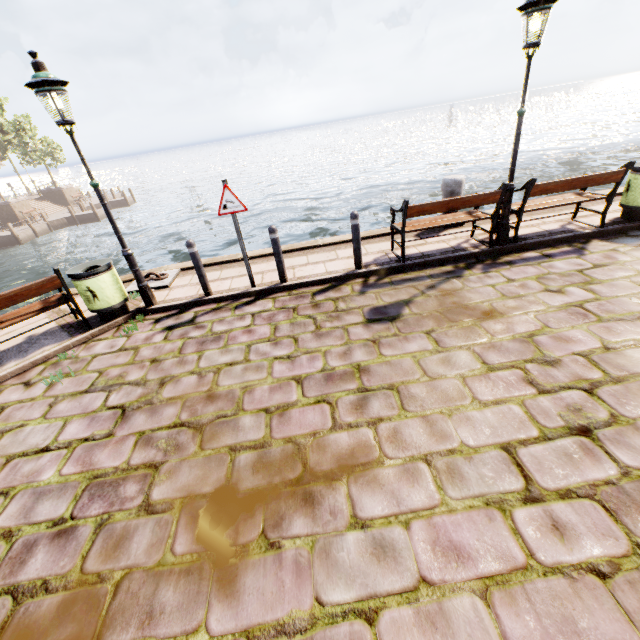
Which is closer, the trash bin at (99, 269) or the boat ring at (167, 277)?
the trash bin at (99, 269)

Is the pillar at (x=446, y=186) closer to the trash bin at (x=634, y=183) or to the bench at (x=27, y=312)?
the trash bin at (x=634, y=183)

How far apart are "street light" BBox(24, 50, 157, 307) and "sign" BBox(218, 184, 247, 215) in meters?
1.7

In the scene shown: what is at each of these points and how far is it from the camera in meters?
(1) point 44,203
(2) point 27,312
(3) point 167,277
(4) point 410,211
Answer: (1) stairs, 34.8 m
(2) bench, 5.3 m
(3) boat ring, 7.3 m
(4) bench, 5.7 m

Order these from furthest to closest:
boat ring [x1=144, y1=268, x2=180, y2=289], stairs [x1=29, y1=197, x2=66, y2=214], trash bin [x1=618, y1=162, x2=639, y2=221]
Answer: stairs [x1=29, y1=197, x2=66, y2=214]
boat ring [x1=144, y1=268, x2=180, y2=289]
trash bin [x1=618, y1=162, x2=639, y2=221]

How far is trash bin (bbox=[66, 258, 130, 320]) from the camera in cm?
545

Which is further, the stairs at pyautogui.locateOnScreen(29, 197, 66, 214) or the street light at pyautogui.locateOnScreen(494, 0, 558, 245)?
the stairs at pyautogui.locateOnScreen(29, 197, 66, 214)

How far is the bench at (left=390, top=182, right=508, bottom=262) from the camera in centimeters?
564cm
